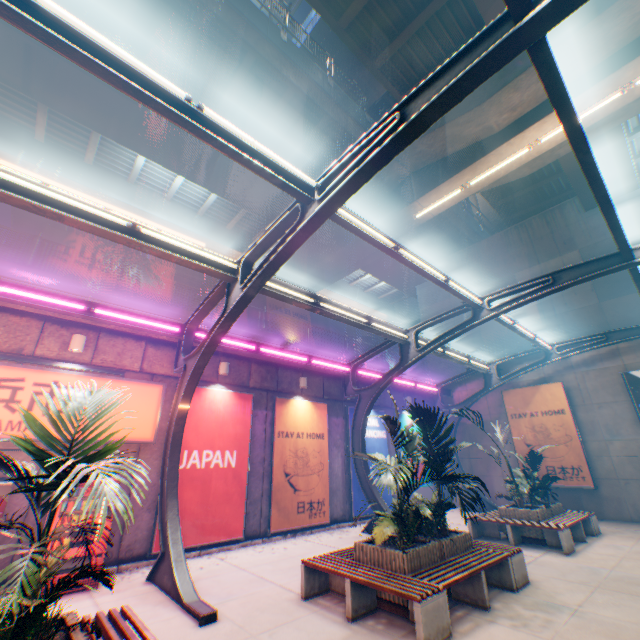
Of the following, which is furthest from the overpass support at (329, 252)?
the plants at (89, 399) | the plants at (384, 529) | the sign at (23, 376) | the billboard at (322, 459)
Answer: the plants at (89, 399)

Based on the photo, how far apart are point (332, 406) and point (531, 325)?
11.62m

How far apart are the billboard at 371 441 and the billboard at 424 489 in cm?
89

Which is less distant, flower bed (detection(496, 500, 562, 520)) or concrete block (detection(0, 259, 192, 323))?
concrete block (detection(0, 259, 192, 323))

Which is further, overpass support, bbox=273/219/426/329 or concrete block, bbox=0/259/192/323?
overpass support, bbox=273/219/426/329

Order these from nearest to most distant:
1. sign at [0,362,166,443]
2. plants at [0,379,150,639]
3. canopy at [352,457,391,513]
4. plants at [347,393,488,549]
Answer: plants at [0,379,150,639], plants at [347,393,488,549], sign at [0,362,166,443], canopy at [352,457,391,513]

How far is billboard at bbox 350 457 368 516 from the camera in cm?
1292

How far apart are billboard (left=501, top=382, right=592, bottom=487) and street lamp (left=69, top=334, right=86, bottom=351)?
17.7m
